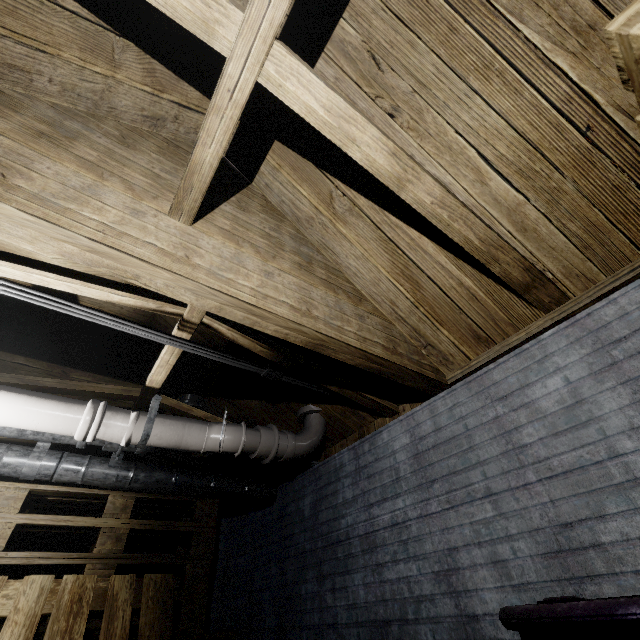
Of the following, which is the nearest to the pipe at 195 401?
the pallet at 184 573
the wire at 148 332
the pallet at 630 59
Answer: the pallet at 184 573

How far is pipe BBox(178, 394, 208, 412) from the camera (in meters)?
2.71

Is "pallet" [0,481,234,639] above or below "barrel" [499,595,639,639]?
above

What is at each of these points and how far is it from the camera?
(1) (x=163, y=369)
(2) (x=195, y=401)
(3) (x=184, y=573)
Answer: (1) beam, 2.1m
(2) pipe, 2.7m
(3) pallet, 2.4m

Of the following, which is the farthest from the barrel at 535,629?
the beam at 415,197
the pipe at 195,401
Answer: the pipe at 195,401

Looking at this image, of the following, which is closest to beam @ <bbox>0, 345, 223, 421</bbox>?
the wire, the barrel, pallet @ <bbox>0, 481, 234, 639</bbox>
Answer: the wire

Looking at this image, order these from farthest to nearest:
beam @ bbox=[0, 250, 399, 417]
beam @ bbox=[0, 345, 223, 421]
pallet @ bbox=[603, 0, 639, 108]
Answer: beam @ bbox=[0, 345, 223, 421] < beam @ bbox=[0, 250, 399, 417] < pallet @ bbox=[603, 0, 639, 108]

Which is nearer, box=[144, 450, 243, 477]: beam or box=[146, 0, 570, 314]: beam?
box=[146, 0, 570, 314]: beam
